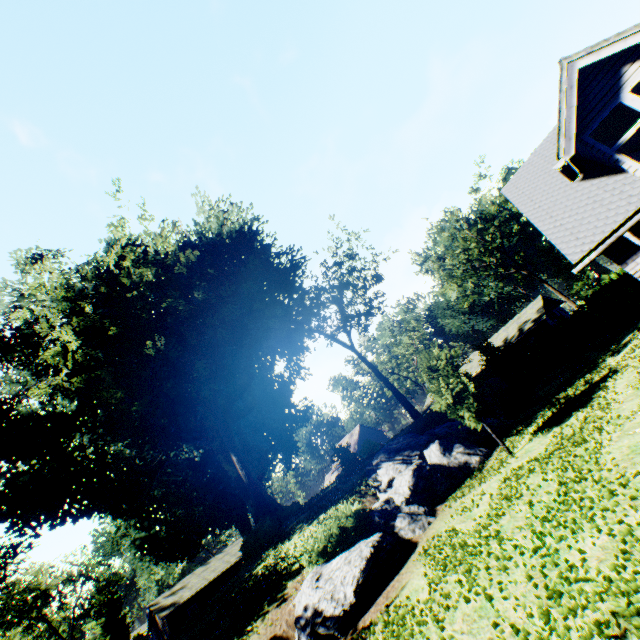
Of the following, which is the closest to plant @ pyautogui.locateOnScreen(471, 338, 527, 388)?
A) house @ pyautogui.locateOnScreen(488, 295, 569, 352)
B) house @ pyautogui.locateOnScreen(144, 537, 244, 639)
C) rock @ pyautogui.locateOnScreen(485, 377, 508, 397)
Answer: rock @ pyautogui.locateOnScreen(485, 377, 508, 397)

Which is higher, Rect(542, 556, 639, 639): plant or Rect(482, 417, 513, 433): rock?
Rect(482, 417, 513, 433): rock

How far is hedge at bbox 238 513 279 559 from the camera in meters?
19.3

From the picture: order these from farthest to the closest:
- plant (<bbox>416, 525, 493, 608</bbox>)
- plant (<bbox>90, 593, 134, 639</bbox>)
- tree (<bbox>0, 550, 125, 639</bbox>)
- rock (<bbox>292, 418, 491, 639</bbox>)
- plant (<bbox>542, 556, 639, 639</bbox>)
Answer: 1. plant (<bbox>90, 593, 134, 639</bbox>)
2. tree (<bbox>0, 550, 125, 639</bbox>)
3. rock (<bbox>292, 418, 491, 639</bbox>)
4. plant (<bbox>416, 525, 493, 608</bbox>)
5. plant (<bbox>542, 556, 639, 639</bbox>)

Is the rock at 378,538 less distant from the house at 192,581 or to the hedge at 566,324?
the hedge at 566,324

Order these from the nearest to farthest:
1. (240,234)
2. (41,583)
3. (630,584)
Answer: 1. (630,584)
2. (240,234)
3. (41,583)

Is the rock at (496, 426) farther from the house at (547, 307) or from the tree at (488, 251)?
the tree at (488, 251)

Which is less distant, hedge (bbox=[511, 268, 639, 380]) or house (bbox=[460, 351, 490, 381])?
hedge (bbox=[511, 268, 639, 380])
